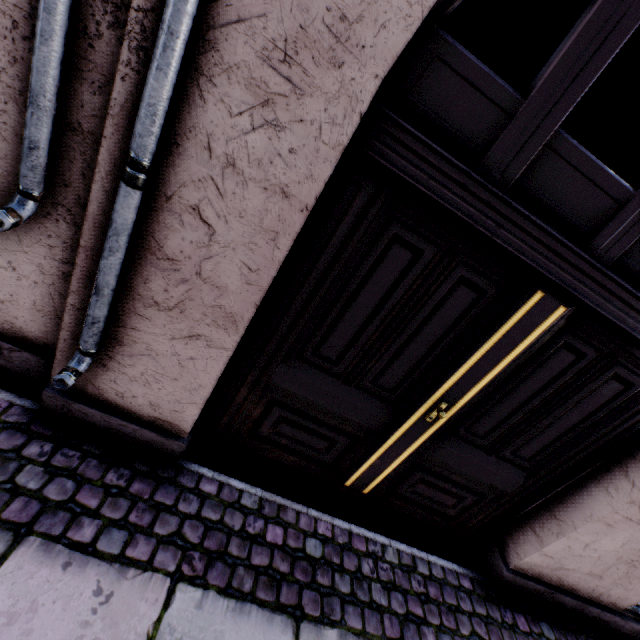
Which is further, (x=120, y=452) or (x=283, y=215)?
(x=120, y=452)
